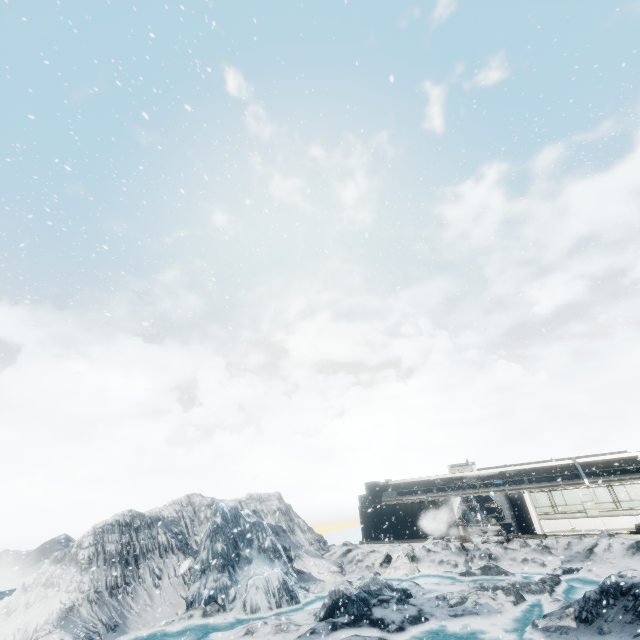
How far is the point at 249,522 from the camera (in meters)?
24.28
